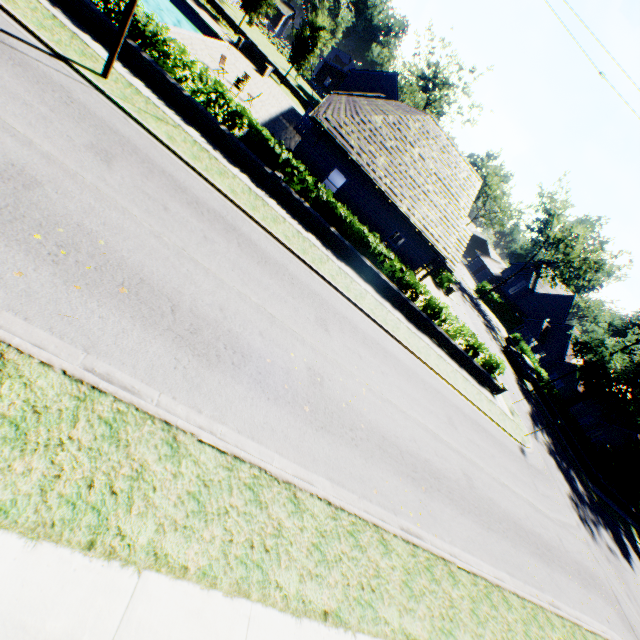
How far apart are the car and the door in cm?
3130

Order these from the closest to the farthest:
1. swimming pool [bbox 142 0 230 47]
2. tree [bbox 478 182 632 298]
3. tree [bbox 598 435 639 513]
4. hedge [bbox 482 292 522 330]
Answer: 1. swimming pool [bbox 142 0 230 47]
2. tree [bbox 598 435 639 513]
3. tree [bbox 478 182 632 298]
4. hedge [bbox 482 292 522 330]

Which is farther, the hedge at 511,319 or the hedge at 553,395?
the hedge at 511,319

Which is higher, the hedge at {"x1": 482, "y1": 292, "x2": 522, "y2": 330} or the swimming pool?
the hedge at {"x1": 482, "y1": 292, "x2": 522, "y2": 330}

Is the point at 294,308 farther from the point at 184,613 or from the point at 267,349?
the point at 184,613

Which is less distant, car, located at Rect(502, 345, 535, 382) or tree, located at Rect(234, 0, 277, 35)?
tree, located at Rect(234, 0, 277, 35)

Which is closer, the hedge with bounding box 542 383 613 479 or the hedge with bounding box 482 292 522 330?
the hedge with bounding box 542 383 613 479

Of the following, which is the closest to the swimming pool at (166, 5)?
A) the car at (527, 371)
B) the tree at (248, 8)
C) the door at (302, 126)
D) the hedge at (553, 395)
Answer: the tree at (248, 8)
